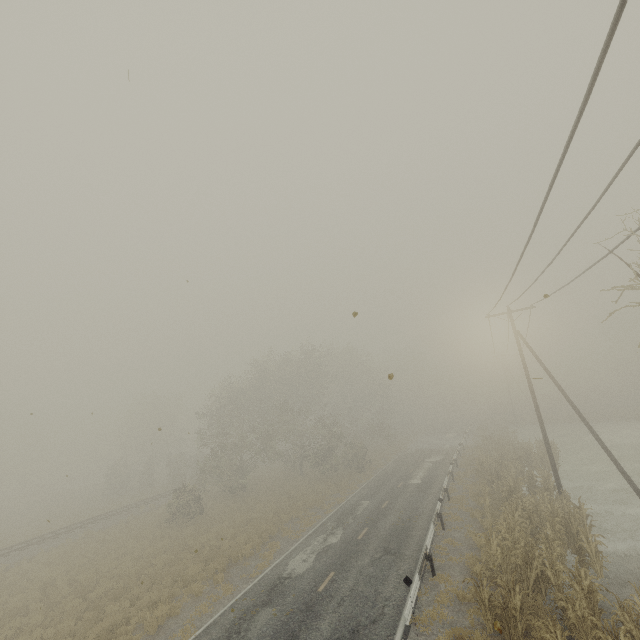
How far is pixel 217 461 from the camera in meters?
31.2 m

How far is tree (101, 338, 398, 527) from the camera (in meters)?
32.00

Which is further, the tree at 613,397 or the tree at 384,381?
the tree at 613,397

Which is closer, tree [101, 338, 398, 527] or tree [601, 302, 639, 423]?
tree [101, 338, 398, 527]

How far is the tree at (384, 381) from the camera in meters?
32.0
